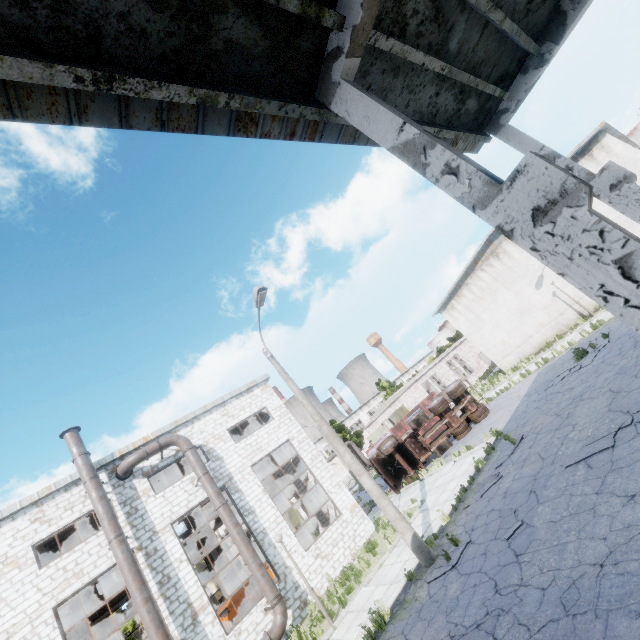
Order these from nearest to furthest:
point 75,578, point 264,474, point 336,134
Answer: point 336,134 → point 75,578 → point 264,474

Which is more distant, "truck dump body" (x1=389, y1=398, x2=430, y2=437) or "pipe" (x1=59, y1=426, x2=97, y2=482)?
"truck dump body" (x1=389, y1=398, x2=430, y2=437)

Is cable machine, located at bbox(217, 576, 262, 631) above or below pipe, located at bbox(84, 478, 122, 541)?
below

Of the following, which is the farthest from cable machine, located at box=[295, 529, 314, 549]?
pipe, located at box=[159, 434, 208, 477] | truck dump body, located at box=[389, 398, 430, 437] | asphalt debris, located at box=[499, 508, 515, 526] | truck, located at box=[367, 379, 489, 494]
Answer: asphalt debris, located at box=[499, 508, 515, 526]

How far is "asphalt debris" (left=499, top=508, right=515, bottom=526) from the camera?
8.4m

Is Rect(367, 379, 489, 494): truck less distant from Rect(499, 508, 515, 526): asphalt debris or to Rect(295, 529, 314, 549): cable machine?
Rect(295, 529, 314, 549): cable machine

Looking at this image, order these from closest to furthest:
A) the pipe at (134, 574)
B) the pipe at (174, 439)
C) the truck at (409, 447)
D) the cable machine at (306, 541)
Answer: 1. the pipe at (134, 574)
2. the pipe at (174, 439)
3. the cable machine at (306, 541)
4. the truck at (409, 447)

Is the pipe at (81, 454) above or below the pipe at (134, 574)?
above
